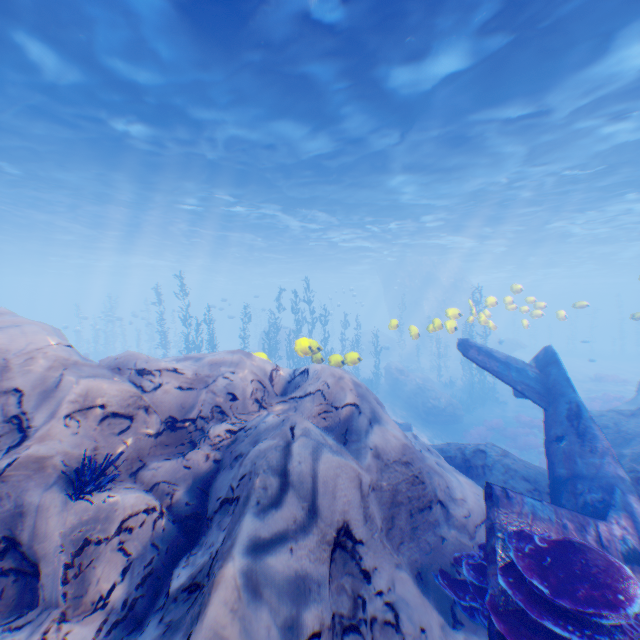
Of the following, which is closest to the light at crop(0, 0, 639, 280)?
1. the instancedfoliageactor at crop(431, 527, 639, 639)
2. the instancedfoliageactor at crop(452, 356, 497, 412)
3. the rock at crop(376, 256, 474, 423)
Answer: the rock at crop(376, 256, 474, 423)

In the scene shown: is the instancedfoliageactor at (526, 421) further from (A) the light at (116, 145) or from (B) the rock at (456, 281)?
(A) the light at (116, 145)

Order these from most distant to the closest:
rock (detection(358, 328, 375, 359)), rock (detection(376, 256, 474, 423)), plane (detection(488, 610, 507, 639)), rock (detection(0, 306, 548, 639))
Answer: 1. rock (detection(358, 328, 375, 359))
2. rock (detection(376, 256, 474, 423))
3. plane (detection(488, 610, 507, 639))
4. rock (detection(0, 306, 548, 639))

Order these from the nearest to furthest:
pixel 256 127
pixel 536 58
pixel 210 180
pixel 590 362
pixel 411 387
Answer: pixel 536 58 < pixel 256 127 < pixel 210 180 < pixel 411 387 < pixel 590 362

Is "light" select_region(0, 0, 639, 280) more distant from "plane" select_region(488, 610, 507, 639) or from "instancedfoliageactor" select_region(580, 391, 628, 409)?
"instancedfoliageactor" select_region(580, 391, 628, 409)

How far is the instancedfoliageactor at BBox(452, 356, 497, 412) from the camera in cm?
2278

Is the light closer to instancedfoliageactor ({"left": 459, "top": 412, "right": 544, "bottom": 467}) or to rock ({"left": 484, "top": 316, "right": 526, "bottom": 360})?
rock ({"left": 484, "top": 316, "right": 526, "bottom": 360})

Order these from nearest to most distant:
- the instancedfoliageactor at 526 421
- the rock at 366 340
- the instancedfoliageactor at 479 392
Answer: the instancedfoliageactor at 526 421
the instancedfoliageactor at 479 392
the rock at 366 340
